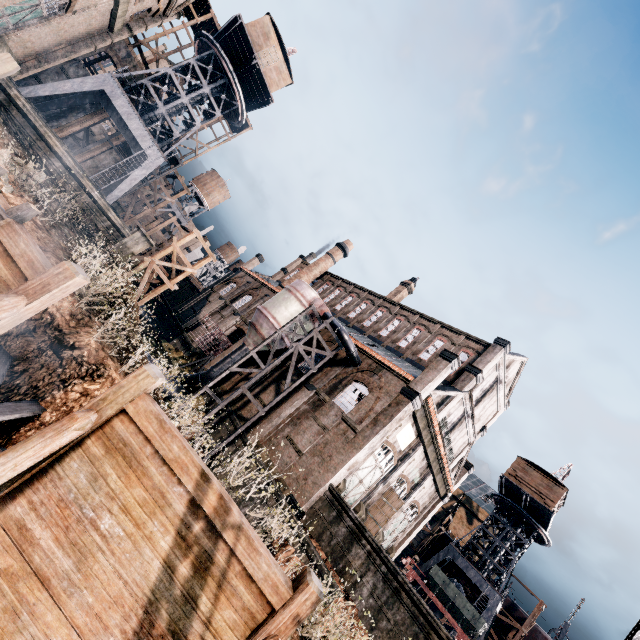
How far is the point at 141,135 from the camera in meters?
29.5

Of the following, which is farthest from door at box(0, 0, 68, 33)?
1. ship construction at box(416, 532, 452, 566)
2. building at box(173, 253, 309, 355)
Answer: ship construction at box(416, 532, 452, 566)

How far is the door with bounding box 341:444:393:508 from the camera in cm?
2408

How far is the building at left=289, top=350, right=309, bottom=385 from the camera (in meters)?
29.53

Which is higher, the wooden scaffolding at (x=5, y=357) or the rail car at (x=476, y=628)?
the rail car at (x=476, y=628)

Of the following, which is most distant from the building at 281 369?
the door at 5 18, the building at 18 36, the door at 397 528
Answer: the door at 5 18

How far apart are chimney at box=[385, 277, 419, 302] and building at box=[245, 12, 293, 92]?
25.6 meters

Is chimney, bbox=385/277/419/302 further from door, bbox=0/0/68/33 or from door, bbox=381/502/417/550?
door, bbox=0/0/68/33
